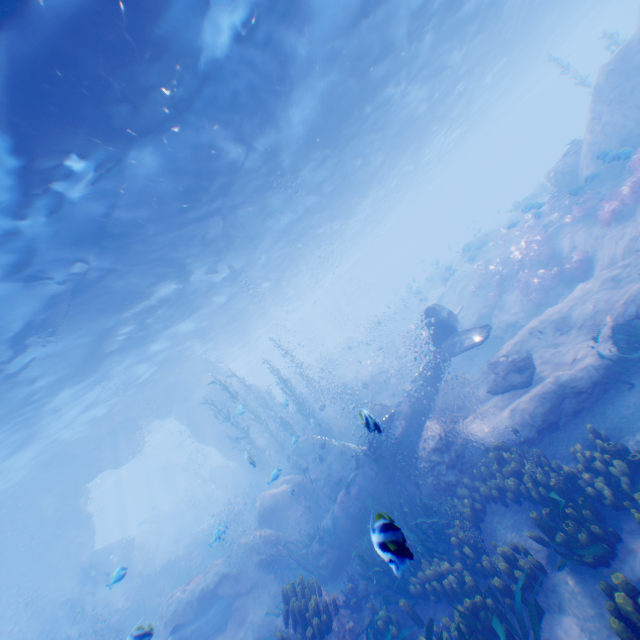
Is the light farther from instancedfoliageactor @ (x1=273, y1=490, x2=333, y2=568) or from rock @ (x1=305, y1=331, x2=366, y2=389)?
instancedfoliageactor @ (x1=273, y1=490, x2=333, y2=568)

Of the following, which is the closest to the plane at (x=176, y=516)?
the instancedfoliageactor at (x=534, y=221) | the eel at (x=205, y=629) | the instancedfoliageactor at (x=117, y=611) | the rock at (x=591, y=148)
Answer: the rock at (x=591, y=148)

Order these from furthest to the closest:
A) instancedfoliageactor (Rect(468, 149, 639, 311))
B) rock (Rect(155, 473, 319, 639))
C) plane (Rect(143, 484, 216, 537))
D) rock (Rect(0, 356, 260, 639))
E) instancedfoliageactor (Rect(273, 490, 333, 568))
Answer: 1. plane (Rect(143, 484, 216, 537))
2. rock (Rect(0, 356, 260, 639))
3. instancedfoliageactor (Rect(468, 149, 639, 311))
4. instancedfoliageactor (Rect(273, 490, 333, 568))
5. rock (Rect(155, 473, 319, 639))

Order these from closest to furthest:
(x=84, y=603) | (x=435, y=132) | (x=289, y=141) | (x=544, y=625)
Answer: (x=544, y=625) → (x=289, y=141) → (x=84, y=603) → (x=435, y=132)

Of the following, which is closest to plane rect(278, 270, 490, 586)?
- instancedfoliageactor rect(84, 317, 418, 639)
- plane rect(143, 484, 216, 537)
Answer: instancedfoliageactor rect(84, 317, 418, 639)

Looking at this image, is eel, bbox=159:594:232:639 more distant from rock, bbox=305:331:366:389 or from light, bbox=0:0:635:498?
light, bbox=0:0:635:498

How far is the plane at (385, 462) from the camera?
10.10m

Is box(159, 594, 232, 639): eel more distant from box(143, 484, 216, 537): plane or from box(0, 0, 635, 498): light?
box(143, 484, 216, 537): plane
